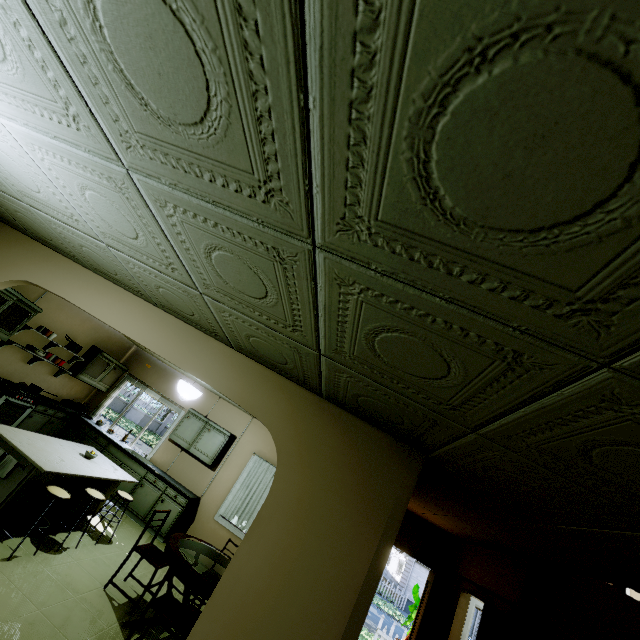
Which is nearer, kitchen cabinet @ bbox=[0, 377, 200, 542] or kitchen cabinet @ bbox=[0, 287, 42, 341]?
kitchen cabinet @ bbox=[0, 287, 42, 341]

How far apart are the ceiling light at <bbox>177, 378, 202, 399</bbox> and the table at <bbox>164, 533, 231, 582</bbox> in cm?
195

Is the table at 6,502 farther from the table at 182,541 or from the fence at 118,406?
the fence at 118,406

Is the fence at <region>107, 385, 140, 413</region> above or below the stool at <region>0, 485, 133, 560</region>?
below

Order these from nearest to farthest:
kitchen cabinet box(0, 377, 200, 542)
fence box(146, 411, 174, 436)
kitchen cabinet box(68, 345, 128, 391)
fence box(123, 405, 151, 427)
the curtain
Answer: kitchen cabinet box(0, 377, 200, 542) < the curtain < kitchen cabinet box(68, 345, 128, 391) < fence box(123, 405, 151, 427) < fence box(146, 411, 174, 436)

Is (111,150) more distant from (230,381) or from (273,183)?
(230,381)

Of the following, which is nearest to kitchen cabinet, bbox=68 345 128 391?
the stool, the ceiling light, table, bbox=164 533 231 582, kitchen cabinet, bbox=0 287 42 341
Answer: kitchen cabinet, bbox=0 287 42 341

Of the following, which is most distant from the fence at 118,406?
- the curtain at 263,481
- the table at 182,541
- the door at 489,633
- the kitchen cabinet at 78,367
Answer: the door at 489,633
